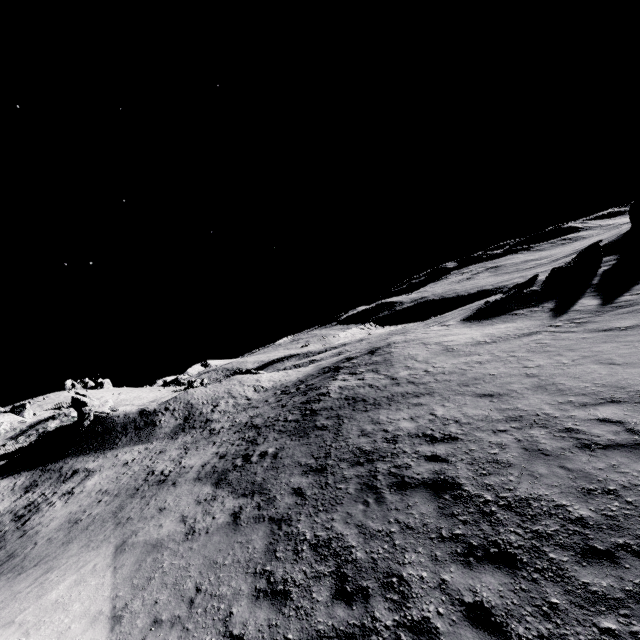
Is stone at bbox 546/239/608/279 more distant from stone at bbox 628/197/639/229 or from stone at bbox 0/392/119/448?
stone at bbox 0/392/119/448

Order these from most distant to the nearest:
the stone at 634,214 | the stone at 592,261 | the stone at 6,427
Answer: the stone at 634,214 < the stone at 6,427 < the stone at 592,261

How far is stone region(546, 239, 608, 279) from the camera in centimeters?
2744cm

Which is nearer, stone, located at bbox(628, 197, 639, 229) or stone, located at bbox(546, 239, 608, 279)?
stone, located at bbox(546, 239, 608, 279)

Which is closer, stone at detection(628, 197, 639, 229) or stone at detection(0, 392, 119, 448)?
stone at detection(0, 392, 119, 448)

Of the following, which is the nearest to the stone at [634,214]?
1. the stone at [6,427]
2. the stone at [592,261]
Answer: the stone at [592,261]

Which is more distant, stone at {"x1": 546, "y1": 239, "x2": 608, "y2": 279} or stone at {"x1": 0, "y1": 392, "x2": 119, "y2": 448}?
stone at {"x1": 0, "y1": 392, "x2": 119, "y2": 448}

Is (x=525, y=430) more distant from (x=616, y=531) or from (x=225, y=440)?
(x=225, y=440)
